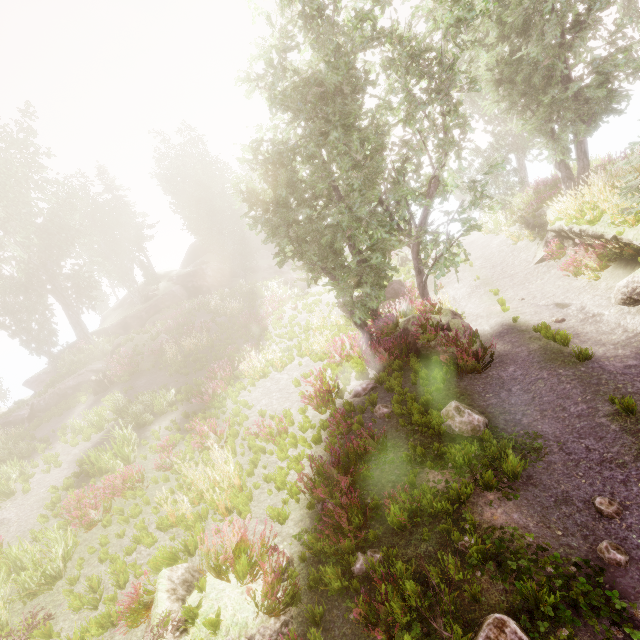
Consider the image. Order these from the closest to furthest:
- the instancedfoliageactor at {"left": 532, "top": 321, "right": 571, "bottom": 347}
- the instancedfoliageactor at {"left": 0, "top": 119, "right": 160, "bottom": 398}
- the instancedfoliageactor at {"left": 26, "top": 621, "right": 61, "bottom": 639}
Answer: A: the instancedfoliageactor at {"left": 26, "top": 621, "right": 61, "bottom": 639} < the instancedfoliageactor at {"left": 532, "top": 321, "right": 571, "bottom": 347} < the instancedfoliageactor at {"left": 0, "top": 119, "right": 160, "bottom": 398}

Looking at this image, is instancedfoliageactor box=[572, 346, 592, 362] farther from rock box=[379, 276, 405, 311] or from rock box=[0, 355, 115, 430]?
rock box=[379, 276, 405, 311]

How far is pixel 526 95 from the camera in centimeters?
1337cm

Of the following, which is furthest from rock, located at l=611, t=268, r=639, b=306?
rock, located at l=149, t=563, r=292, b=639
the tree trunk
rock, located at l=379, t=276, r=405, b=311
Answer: the tree trunk

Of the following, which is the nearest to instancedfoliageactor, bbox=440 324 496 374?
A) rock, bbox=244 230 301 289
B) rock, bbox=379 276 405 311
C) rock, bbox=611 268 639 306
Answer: rock, bbox=244 230 301 289

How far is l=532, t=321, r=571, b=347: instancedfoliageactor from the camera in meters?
8.2

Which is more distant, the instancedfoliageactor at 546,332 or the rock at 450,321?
the rock at 450,321

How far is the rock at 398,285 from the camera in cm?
1772
